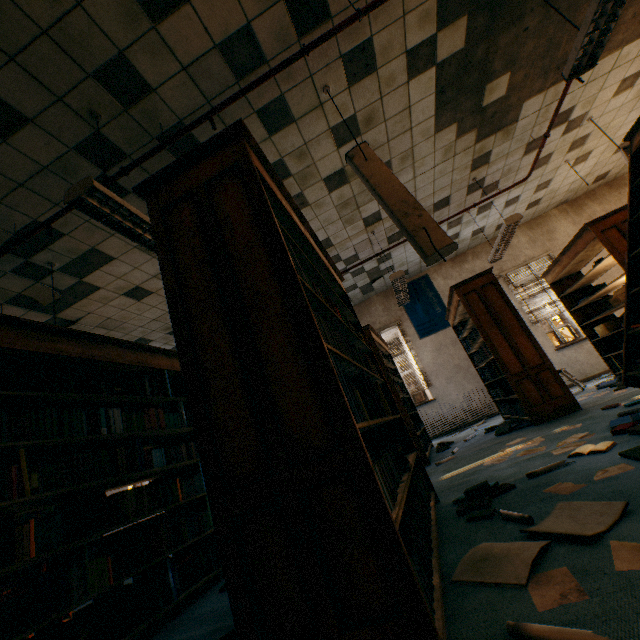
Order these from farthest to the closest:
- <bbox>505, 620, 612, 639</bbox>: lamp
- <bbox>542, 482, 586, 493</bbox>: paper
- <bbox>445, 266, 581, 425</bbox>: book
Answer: <bbox>445, 266, 581, 425</bbox>: book → <bbox>542, 482, 586, 493</bbox>: paper → <bbox>505, 620, 612, 639</bbox>: lamp

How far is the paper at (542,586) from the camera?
1.0 meters

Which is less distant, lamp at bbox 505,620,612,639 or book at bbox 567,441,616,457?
lamp at bbox 505,620,612,639

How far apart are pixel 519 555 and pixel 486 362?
4.50m

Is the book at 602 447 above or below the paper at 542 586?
above

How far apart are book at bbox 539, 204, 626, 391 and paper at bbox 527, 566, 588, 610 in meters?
4.6 m

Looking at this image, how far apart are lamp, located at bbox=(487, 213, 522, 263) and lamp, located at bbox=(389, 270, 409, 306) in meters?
1.7 m

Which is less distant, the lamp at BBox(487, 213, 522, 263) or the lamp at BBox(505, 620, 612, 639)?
the lamp at BBox(505, 620, 612, 639)
